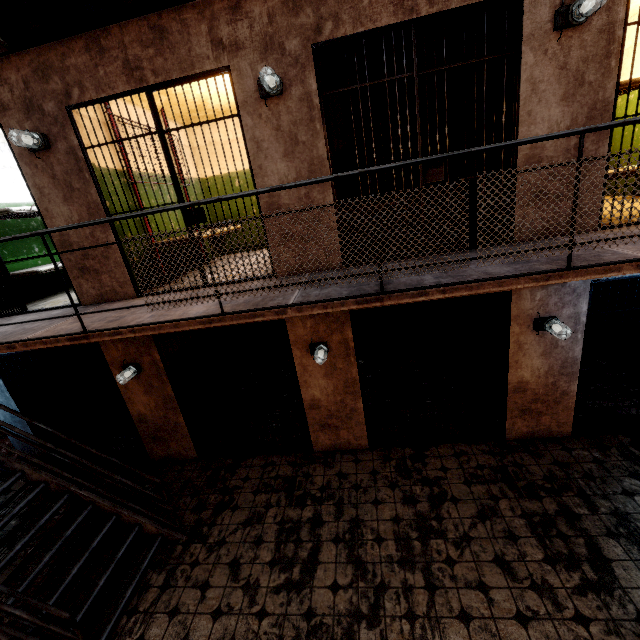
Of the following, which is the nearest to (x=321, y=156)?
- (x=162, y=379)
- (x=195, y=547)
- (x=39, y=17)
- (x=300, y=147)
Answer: (x=300, y=147)

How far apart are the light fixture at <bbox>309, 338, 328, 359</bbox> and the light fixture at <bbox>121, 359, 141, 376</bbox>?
2.7m

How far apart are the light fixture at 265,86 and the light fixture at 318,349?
2.9m

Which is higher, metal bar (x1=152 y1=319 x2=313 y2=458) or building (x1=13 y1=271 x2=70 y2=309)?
building (x1=13 y1=271 x2=70 y2=309)

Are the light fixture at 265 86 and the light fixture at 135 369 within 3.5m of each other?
no

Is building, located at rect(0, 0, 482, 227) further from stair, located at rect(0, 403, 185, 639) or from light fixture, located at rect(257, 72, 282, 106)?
stair, located at rect(0, 403, 185, 639)

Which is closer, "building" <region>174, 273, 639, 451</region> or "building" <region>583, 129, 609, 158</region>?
"building" <region>583, 129, 609, 158</region>

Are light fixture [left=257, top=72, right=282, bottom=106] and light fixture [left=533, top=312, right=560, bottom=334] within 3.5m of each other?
no
